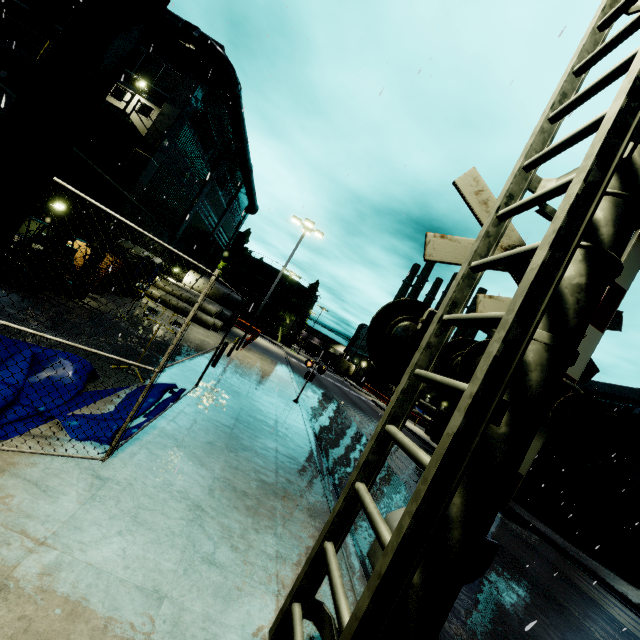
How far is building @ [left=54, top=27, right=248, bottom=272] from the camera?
Answer: 17.11m

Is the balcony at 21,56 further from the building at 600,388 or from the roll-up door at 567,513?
the roll-up door at 567,513

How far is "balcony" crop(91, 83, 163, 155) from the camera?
14.21m

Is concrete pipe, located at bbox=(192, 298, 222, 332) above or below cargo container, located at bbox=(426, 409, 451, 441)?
below

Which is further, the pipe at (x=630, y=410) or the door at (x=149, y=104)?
the pipe at (x=630, y=410)

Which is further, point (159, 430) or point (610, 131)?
point (159, 430)

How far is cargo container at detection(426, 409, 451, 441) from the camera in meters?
26.3 m

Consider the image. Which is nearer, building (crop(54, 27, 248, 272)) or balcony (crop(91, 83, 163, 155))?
balcony (crop(91, 83, 163, 155))
